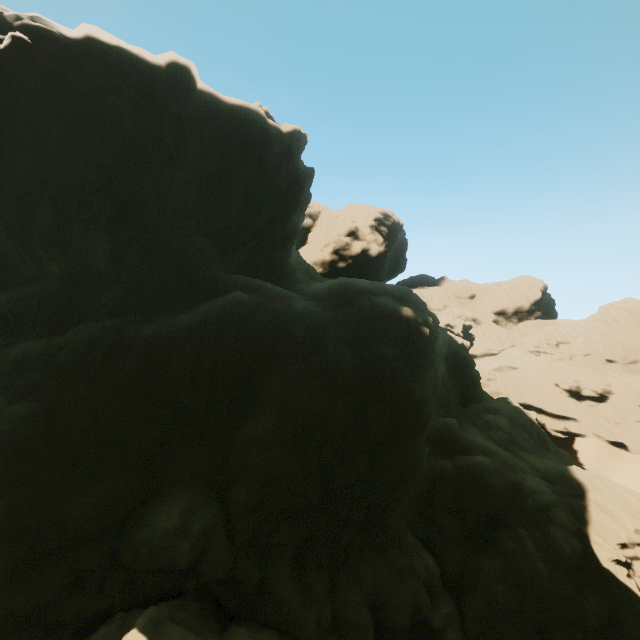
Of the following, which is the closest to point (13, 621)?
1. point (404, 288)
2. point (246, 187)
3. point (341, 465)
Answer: point (341, 465)
